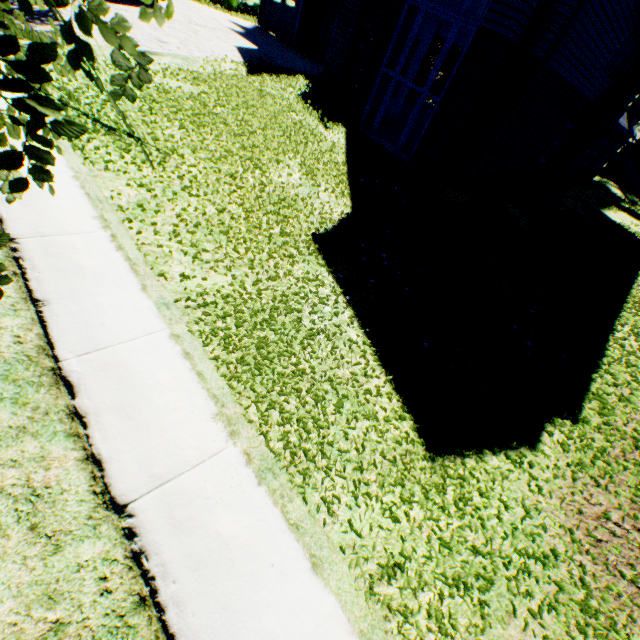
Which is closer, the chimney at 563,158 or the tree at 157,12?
the tree at 157,12

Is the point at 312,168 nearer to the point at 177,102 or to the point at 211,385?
the point at 177,102

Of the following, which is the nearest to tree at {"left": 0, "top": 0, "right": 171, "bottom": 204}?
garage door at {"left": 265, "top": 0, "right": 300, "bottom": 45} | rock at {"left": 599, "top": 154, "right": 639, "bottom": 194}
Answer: garage door at {"left": 265, "top": 0, "right": 300, "bottom": 45}

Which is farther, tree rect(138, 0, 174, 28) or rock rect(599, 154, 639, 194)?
rock rect(599, 154, 639, 194)

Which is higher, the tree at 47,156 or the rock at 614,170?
the tree at 47,156

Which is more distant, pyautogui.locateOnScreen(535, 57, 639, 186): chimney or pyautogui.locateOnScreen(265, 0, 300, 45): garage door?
pyautogui.locateOnScreen(265, 0, 300, 45): garage door

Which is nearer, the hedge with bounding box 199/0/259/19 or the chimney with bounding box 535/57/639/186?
the chimney with bounding box 535/57/639/186

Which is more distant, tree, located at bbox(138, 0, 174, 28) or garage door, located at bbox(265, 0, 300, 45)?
garage door, located at bbox(265, 0, 300, 45)
